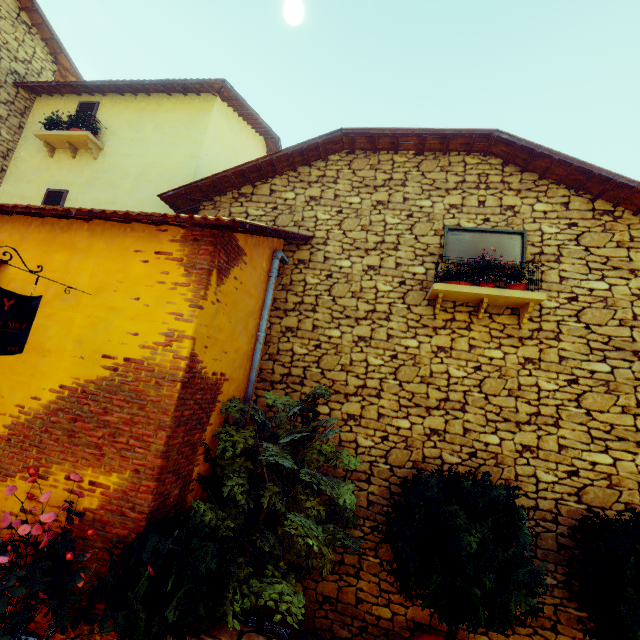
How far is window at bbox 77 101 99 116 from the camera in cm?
787

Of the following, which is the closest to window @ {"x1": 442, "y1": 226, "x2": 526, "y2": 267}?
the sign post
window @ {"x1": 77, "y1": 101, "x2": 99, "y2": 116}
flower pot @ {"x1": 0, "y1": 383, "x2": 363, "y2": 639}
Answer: flower pot @ {"x1": 0, "y1": 383, "x2": 363, "y2": 639}

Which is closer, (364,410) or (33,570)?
(33,570)

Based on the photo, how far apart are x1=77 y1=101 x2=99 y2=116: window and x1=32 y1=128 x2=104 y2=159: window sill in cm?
79

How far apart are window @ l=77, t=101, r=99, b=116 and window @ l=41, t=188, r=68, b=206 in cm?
193

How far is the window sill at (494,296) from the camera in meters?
4.6 m

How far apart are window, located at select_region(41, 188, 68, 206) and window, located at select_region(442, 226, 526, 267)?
8.32m

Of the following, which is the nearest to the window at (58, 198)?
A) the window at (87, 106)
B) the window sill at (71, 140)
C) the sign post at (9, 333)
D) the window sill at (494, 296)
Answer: the window sill at (71, 140)
